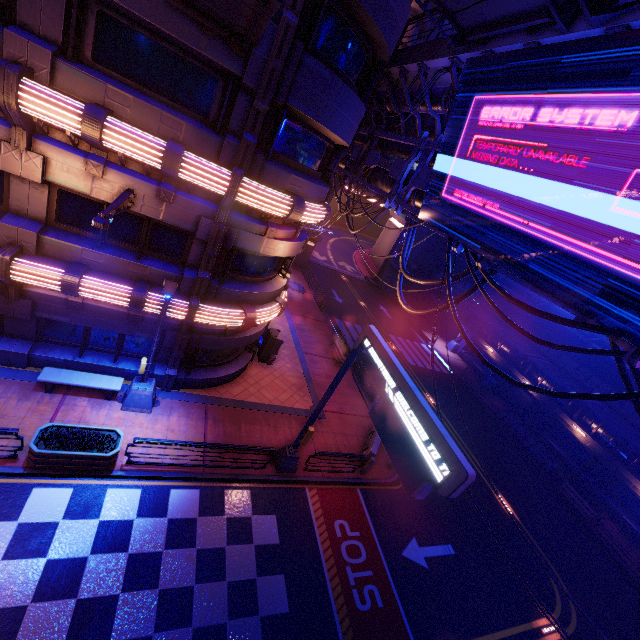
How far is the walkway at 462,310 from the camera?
35.28m

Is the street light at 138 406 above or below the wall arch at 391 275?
below

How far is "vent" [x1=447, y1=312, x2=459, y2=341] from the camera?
36.81m

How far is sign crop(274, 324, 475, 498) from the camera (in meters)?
6.63

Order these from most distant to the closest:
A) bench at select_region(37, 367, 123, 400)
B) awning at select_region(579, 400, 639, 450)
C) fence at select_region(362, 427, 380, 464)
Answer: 1. awning at select_region(579, 400, 639, 450)
2. fence at select_region(362, 427, 380, 464)
3. bench at select_region(37, 367, 123, 400)

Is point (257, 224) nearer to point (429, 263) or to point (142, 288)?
point (142, 288)

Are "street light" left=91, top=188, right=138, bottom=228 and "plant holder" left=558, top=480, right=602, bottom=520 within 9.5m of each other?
no

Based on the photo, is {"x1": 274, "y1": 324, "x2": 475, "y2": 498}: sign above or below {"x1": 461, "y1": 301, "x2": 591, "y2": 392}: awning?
above
